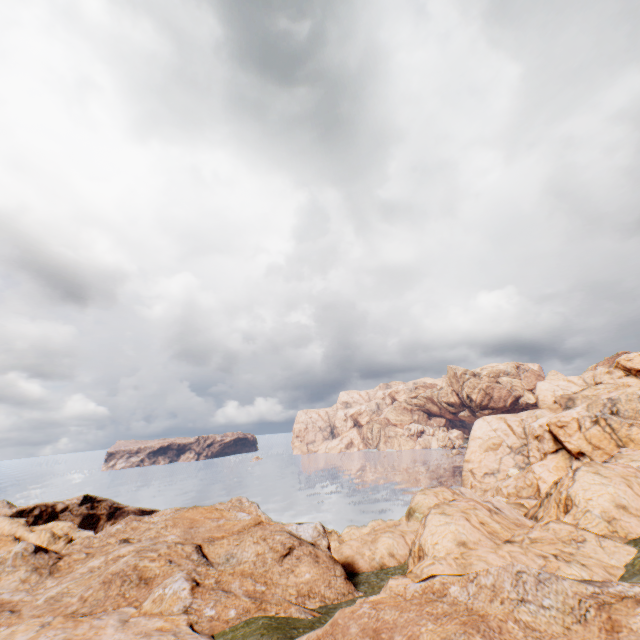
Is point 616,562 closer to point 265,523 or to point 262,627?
point 262,627
